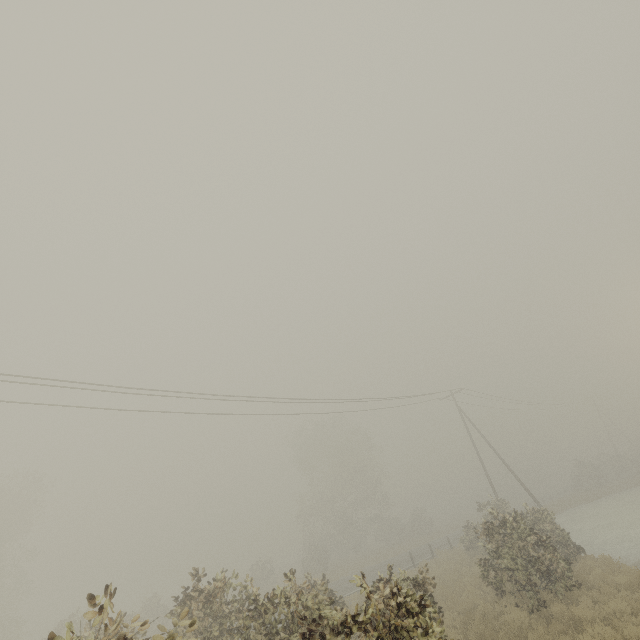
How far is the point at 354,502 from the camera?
43.75m
